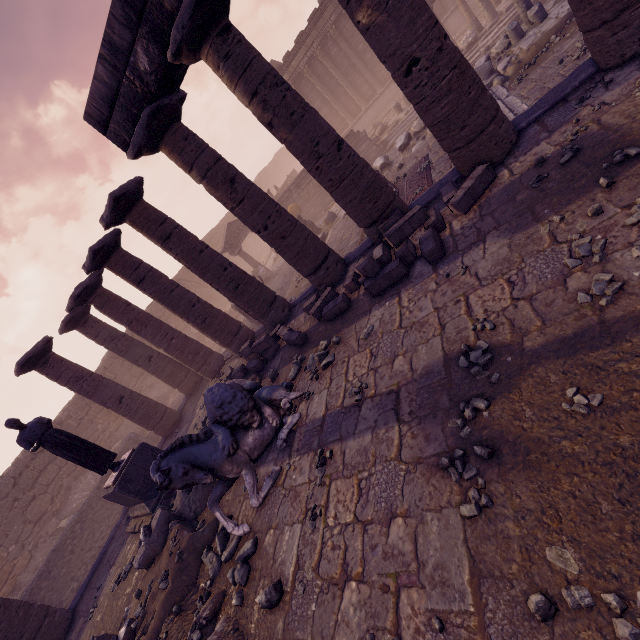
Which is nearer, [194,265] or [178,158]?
[178,158]

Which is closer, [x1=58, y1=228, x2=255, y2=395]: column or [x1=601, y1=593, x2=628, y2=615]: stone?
[x1=601, y1=593, x2=628, y2=615]: stone

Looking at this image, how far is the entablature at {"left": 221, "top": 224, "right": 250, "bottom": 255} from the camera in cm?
2047

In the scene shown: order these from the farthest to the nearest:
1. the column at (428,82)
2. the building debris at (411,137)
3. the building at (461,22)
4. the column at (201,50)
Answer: the building at (461,22)
the building debris at (411,137)
the column at (201,50)
the column at (428,82)

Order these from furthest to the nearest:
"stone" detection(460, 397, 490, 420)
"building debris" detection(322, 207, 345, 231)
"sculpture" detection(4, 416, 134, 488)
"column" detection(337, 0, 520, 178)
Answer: "building debris" detection(322, 207, 345, 231) < "sculpture" detection(4, 416, 134, 488) < "column" detection(337, 0, 520, 178) < "stone" detection(460, 397, 490, 420)

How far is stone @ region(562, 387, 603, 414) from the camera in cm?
257

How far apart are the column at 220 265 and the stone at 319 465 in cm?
556

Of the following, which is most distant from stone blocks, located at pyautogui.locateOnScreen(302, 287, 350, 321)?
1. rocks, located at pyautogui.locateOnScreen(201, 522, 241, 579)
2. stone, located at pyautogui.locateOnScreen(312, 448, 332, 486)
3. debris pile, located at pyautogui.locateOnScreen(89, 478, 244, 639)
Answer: rocks, located at pyautogui.locateOnScreen(201, 522, 241, 579)
